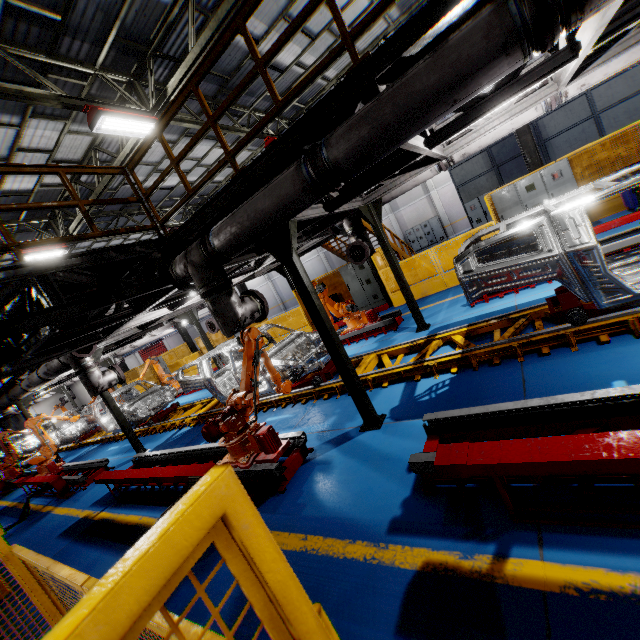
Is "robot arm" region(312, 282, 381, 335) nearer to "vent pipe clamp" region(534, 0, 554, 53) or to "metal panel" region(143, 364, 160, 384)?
"metal panel" region(143, 364, 160, 384)

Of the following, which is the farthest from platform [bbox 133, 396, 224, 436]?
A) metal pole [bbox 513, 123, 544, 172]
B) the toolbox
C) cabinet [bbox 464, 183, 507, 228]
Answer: cabinet [bbox 464, 183, 507, 228]

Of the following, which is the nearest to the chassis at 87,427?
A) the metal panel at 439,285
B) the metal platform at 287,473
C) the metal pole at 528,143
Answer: the metal platform at 287,473

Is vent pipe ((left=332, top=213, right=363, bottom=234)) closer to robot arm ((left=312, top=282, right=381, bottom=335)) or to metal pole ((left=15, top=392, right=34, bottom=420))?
robot arm ((left=312, top=282, right=381, bottom=335))

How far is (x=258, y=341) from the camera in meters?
5.5 m

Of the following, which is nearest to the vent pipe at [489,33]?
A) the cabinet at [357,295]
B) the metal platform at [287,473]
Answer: the metal platform at [287,473]

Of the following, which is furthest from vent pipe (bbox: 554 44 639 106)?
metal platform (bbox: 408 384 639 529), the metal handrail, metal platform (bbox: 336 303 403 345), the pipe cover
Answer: metal platform (bbox: 408 384 639 529)

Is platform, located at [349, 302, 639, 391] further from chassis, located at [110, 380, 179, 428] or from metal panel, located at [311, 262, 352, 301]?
metal panel, located at [311, 262, 352, 301]
